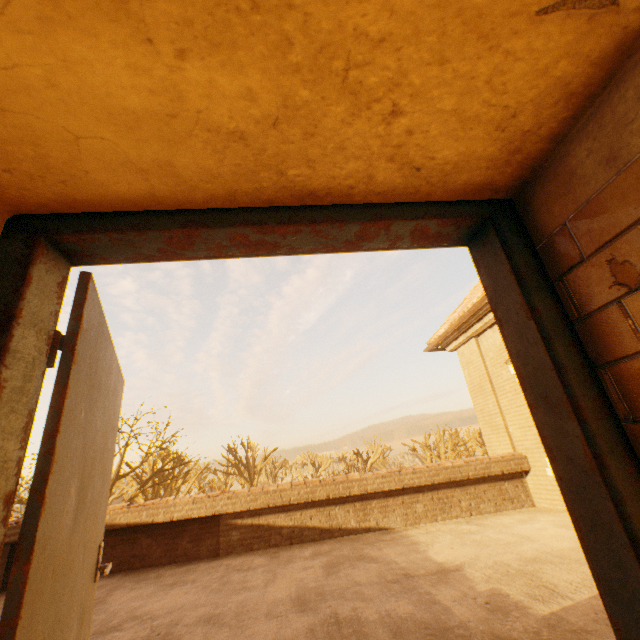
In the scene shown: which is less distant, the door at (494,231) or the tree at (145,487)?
the door at (494,231)

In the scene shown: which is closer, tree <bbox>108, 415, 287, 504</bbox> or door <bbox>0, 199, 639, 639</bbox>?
door <bbox>0, 199, 639, 639</bbox>

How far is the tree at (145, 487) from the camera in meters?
17.0

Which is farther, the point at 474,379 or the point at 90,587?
the point at 474,379

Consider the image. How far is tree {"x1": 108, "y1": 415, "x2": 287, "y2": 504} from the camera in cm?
1700
